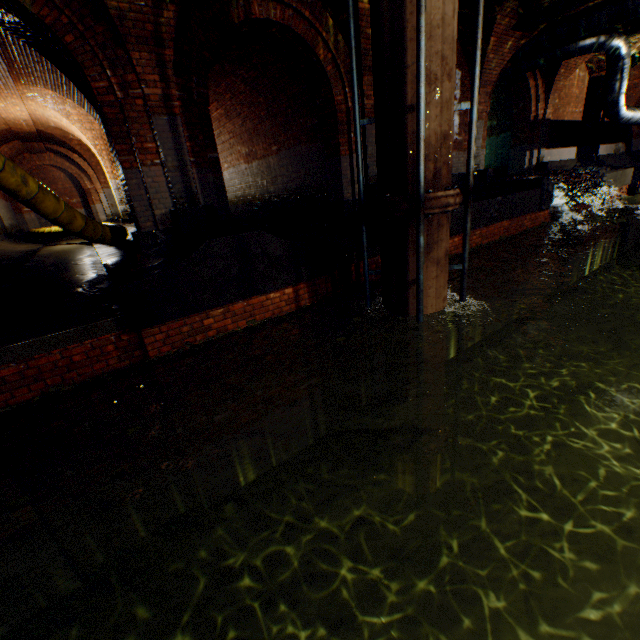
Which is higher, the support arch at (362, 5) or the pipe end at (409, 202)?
the support arch at (362, 5)

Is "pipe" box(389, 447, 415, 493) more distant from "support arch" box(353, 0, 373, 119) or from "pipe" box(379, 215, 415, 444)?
"support arch" box(353, 0, 373, 119)

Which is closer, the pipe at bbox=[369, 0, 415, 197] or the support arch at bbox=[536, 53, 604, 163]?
the pipe at bbox=[369, 0, 415, 197]

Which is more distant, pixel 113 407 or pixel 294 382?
pixel 294 382

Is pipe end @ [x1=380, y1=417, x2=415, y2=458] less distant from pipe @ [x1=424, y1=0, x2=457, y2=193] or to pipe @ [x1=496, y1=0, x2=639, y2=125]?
pipe @ [x1=424, y1=0, x2=457, y2=193]

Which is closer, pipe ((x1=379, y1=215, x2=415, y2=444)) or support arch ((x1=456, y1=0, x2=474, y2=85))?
pipe ((x1=379, y1=215, x2=415, y2=444))

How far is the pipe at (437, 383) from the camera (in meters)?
4.48

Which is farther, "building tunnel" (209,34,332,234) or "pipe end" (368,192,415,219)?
"building tunnel" (209,34,332,234)
